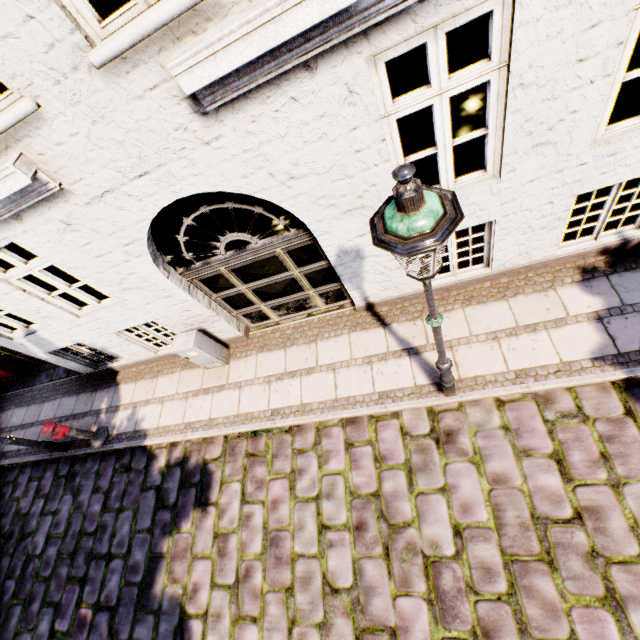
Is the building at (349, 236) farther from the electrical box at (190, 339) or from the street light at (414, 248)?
the street light at (414, 248)

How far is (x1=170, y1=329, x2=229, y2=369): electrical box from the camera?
6.01m

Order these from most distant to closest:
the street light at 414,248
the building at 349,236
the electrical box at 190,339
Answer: the electrical box at 190,339, the building at 349,236, the street light at 414,248

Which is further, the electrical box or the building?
the electrical box

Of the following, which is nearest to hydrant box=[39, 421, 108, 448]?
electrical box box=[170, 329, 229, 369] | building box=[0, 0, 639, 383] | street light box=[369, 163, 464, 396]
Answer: building box=[0, 0, 639, 383]

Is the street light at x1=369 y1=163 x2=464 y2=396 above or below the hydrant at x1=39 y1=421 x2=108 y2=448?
above

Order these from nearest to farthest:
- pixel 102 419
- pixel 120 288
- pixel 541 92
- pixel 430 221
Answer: pixel 430 221 < pixel 541 92 < pixel 120 288 < pixel 102 419

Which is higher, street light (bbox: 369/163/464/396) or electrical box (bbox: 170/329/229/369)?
street light (bbox: 369/163/464/396)
